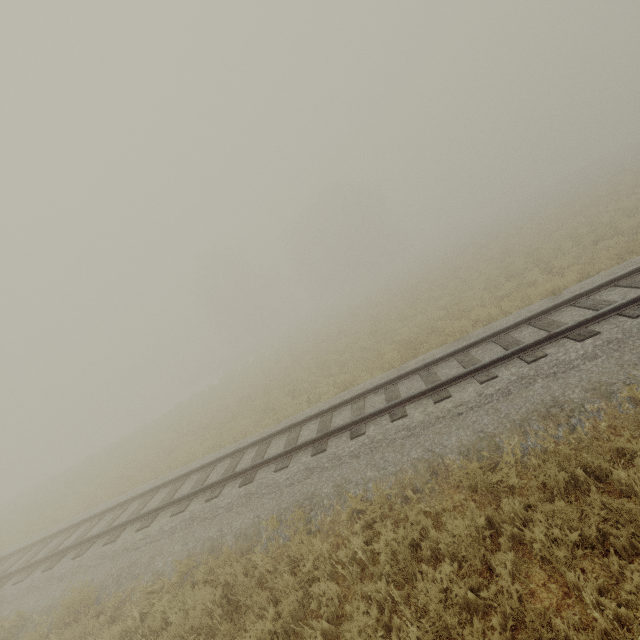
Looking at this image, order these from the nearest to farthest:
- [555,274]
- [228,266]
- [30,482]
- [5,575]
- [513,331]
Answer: [513,331] < [5,575] < [555,274] < [30,482] < [228,266]
